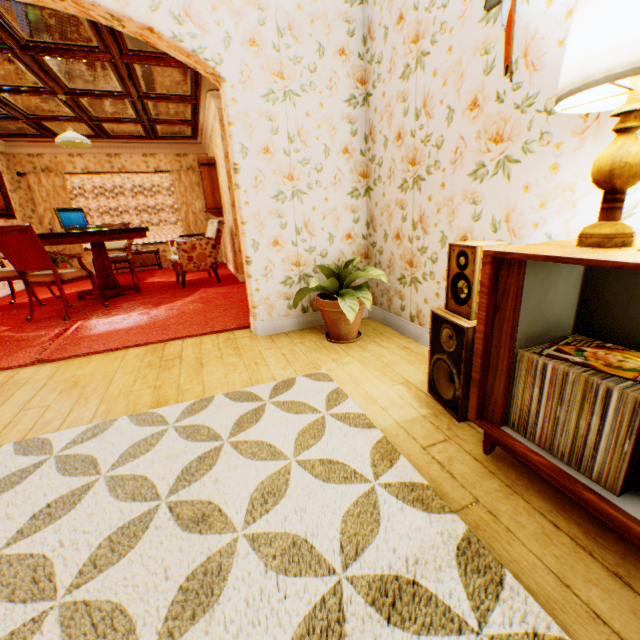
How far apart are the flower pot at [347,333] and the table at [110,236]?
3.7 meters

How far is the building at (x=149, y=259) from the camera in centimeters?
885cm

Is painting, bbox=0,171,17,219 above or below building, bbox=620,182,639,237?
above

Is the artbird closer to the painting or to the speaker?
the speaker

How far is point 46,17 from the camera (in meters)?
3.16

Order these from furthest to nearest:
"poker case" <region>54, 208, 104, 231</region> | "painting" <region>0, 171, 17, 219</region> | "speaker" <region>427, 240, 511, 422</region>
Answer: "painting" <region>0, 171, 17, 219</region> → "poker case" <region>54, 208, 104, 231</region> → "speaker" <region>427, 240, 511, 422</region>

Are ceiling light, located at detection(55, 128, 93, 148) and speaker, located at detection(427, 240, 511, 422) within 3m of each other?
no

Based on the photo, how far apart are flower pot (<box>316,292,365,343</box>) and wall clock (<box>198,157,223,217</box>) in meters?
5.1
